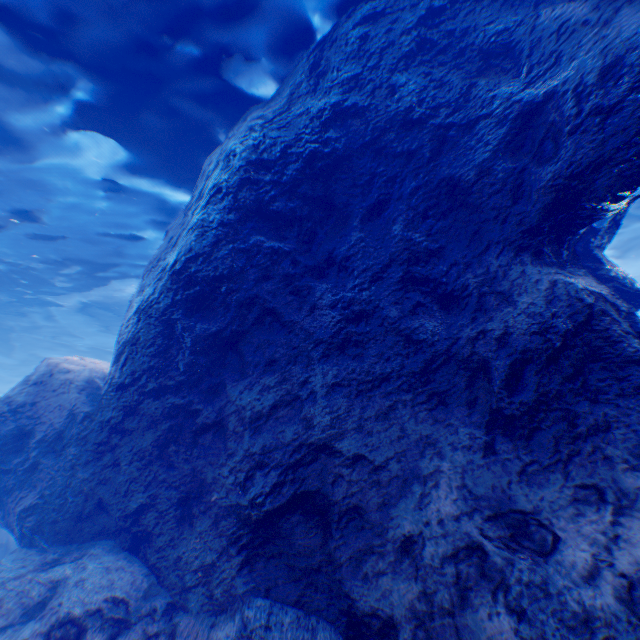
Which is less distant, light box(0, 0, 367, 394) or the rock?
the rock

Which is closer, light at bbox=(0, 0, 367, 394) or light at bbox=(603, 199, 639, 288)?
light at bbox=(0, 0, 367, 394)

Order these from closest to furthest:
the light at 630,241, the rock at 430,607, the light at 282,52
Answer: the rock at 430,607 < the light at 282,52 < the light at 630,241

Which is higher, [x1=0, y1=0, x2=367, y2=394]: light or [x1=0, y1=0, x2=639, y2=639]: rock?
[x1=0, y1=0, x2=367, y2=394]: light

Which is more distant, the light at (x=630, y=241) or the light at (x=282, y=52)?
the light at (x=630, y=241)

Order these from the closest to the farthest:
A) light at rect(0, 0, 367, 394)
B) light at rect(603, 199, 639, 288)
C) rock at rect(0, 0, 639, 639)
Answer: rock at rect(0, 0, 639, 639) < light at rect(0, 0, 367, 394) < light at rect(603, 199, 639, 288)

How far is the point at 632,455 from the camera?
3.04m
